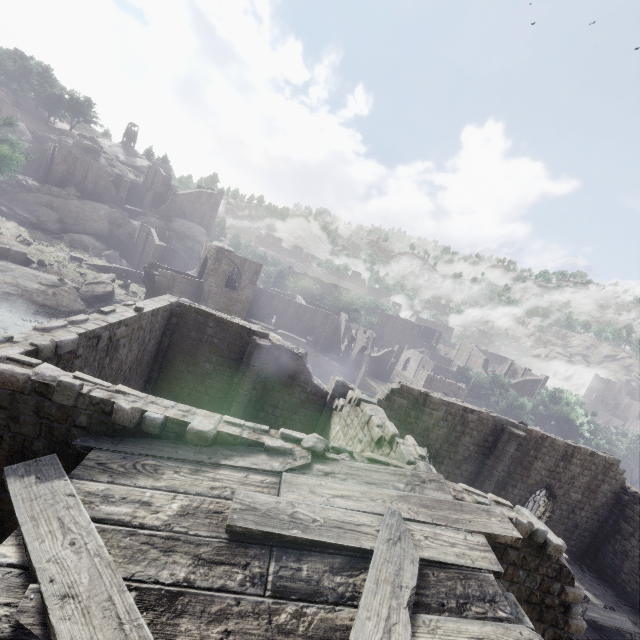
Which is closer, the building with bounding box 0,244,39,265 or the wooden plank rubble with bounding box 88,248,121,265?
the building with bounding box 0,244,39,265

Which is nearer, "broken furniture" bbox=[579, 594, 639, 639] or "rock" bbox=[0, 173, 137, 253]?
"broken furniture" bbox=[579, 594, 639, 639]

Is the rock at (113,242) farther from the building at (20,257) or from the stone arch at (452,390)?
the stone arch at (452,390)

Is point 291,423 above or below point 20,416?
below

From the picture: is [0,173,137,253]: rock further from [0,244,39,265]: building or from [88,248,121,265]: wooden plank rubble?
[0,244,39,265]: building

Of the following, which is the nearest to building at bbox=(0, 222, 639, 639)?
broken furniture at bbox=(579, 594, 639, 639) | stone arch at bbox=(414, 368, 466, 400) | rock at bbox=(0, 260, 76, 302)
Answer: stone arch at bbox=(414, 368, 466, 400)

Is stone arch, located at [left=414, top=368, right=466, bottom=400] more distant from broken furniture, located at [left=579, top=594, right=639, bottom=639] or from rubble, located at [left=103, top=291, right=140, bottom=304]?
rubble, located at [left=103, top=291, right=140, bottom=304]

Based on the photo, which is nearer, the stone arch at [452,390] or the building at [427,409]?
the building at [427,409]
